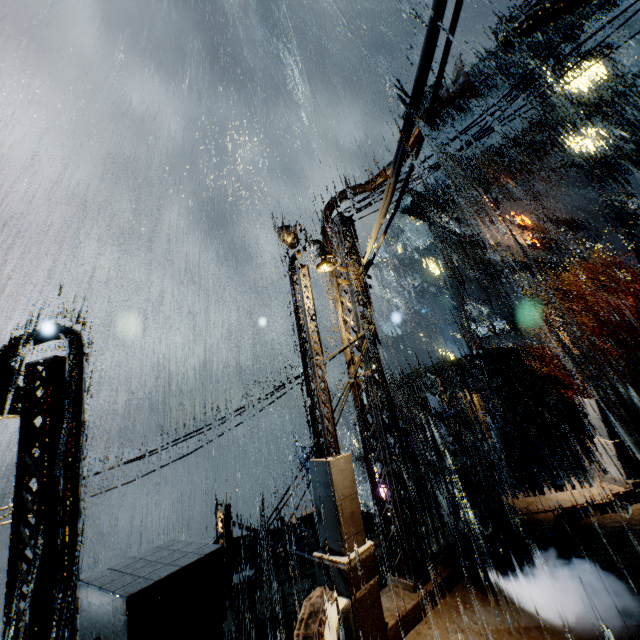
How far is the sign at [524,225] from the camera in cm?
4106

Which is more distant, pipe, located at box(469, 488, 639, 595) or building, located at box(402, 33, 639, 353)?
building, located at box(402, 33, 639, 353)

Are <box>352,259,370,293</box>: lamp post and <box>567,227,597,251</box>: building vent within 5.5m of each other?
no

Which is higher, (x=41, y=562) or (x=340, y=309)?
(x=340, y=309)

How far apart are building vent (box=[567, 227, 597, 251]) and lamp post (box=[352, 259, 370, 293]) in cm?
4383

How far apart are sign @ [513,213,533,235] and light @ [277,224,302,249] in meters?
41.2

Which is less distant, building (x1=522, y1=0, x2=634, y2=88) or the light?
the light

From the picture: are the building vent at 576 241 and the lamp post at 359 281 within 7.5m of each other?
no
